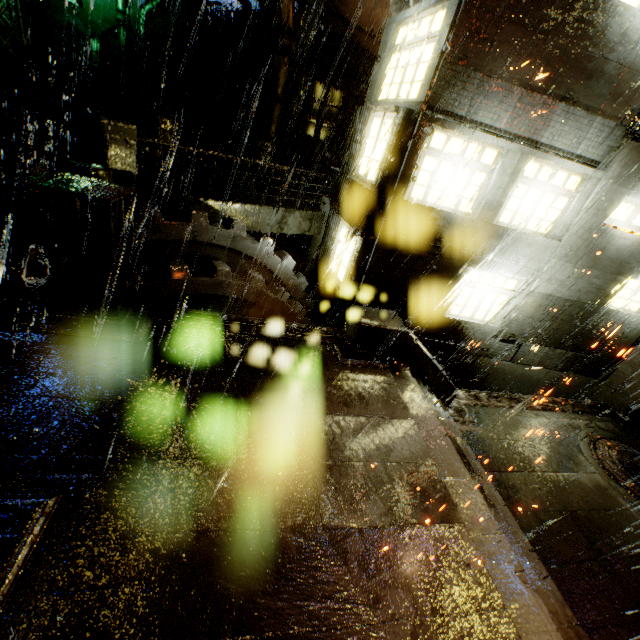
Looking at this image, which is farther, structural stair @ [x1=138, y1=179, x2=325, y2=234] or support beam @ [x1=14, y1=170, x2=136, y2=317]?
structural stair @ [x1=138, y1=179, x2=325, y2=234]

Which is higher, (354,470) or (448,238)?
(448,238)

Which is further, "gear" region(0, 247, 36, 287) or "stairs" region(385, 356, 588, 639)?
"gear" region(0, 247, 36, 287)

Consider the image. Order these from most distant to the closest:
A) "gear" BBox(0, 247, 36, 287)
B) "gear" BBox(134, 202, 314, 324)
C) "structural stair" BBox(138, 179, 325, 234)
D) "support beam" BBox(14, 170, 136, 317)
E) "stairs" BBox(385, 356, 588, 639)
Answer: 1. "structural stair" BBox(138, 179, 325, 234)
2. "gear" BBox(134, 202, 314, 324)
3. "gear" BBox(0, 247, 36, 287)
4. "support beam" BBox(14, 170, 136, 317)
5. "stairs" BBox(385, 356, 588, 639)

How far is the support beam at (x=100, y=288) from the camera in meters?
4.9 m

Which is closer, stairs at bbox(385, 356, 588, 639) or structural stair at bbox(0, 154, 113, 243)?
stairs at bbox(385, 356, 588, 639)

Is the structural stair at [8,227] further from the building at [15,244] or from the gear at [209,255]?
the gear at [209,255]

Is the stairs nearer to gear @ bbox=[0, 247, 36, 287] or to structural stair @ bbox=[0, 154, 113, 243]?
gear @ bbox=[0, 247, 36, 287]
